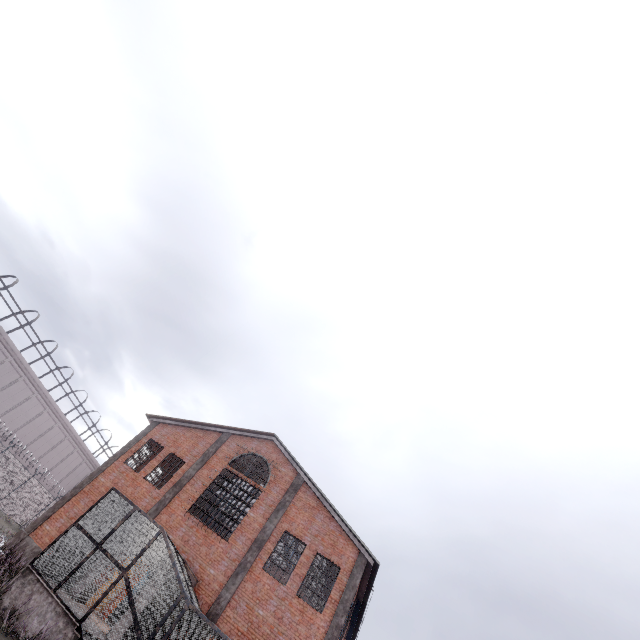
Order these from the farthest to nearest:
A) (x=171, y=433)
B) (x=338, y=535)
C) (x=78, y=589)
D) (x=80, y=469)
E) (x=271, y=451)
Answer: (x=80, y=469) → (x=171, y=433) → (x=271, y=451) → (x=338, y=535) → (x=78, y=589)

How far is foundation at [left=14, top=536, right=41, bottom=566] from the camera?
16.0 meters

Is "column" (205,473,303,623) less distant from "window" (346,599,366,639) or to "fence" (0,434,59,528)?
"window" (346,599,366,639)

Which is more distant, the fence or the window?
the fence

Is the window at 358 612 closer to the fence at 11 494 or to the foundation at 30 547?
the fence at 11 494

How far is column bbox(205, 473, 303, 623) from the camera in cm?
1455

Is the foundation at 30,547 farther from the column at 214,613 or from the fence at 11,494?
the fence at 11,494

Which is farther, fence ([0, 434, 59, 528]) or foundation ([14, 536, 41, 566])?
fence ([0, 434, 59, 528])
